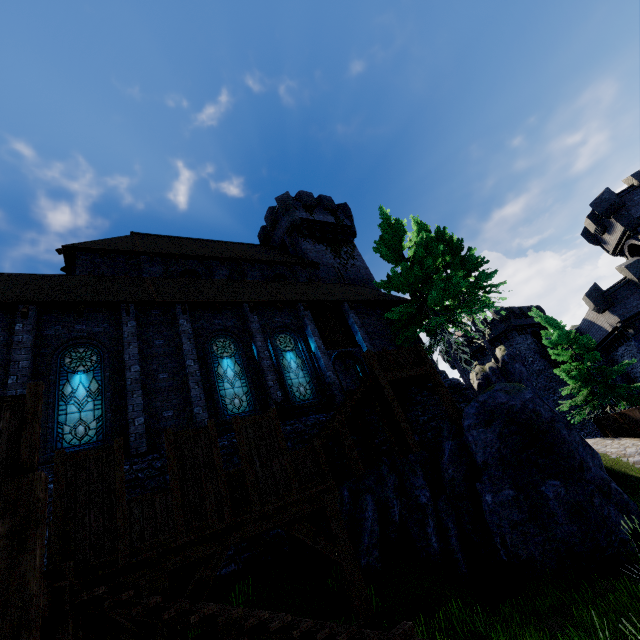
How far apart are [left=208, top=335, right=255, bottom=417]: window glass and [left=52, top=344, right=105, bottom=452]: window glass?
3.5m

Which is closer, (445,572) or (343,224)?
(445,572)

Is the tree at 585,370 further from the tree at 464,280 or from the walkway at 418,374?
the walkway at 418,374

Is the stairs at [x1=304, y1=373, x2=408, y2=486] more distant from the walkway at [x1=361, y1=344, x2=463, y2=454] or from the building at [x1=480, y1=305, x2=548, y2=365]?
the building at [x1=480, y1=305, x2=548, y2=365]

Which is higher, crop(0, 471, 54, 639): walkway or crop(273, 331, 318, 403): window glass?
crop(273, 331, 318, 403): window glass

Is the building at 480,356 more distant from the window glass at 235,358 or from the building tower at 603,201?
the window glass at 235,358

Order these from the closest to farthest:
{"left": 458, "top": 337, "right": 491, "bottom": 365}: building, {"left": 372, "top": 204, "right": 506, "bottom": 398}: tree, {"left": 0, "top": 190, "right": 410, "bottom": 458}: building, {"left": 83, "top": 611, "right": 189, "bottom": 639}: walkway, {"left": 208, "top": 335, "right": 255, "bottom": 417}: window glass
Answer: {"left": 83, "top": 611, "right": 189, "bottom": 639}: walkway, {"left": 0, "top": 190, "right": 410, "bottom": 458}: building, {"left": 208, "top": 335, "right": 255, "bottom": 417}: window glass, {"left": 372, "top": 204, "right": 506, "bottom": 398}: tree, {"left": 458, "top": 337, "right": 491, "bottom": 365}: building

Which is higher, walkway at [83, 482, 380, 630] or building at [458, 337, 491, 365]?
building at [458, 337, 491, 365]
